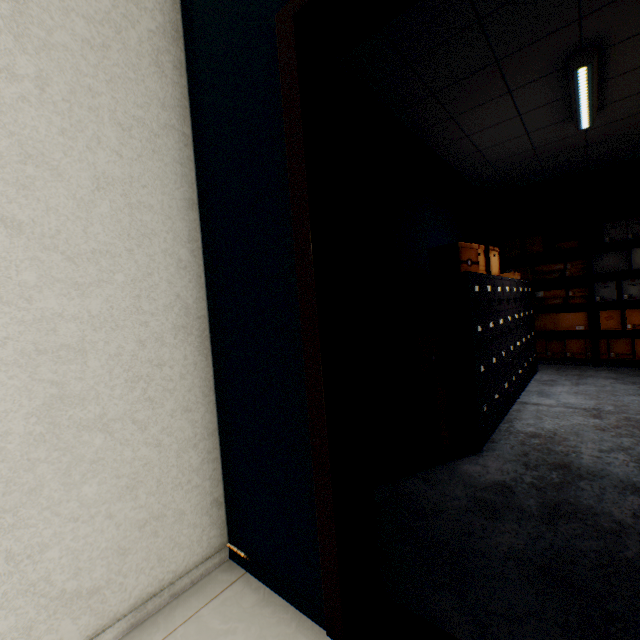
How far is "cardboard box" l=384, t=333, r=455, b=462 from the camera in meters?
2.2

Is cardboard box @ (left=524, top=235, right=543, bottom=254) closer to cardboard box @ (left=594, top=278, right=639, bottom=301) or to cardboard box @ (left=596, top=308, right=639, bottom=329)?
cardboard box @ (left=594, top=278, right=639, bottom=301)

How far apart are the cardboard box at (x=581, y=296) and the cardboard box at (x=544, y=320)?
0.1m

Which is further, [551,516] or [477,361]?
[477,361]

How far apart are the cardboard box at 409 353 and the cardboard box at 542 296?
3.8 meters

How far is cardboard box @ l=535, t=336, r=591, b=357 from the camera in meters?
4.9

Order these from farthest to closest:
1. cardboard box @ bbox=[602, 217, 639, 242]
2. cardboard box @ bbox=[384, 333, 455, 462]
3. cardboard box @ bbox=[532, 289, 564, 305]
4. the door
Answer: cardboard box @ bbox=[532, 289, 564, 305] < cardboard box @ bbox=[602, 217, 639, 242] < cardboard box @ bbox=[384, 333, 455, 462] < the door
